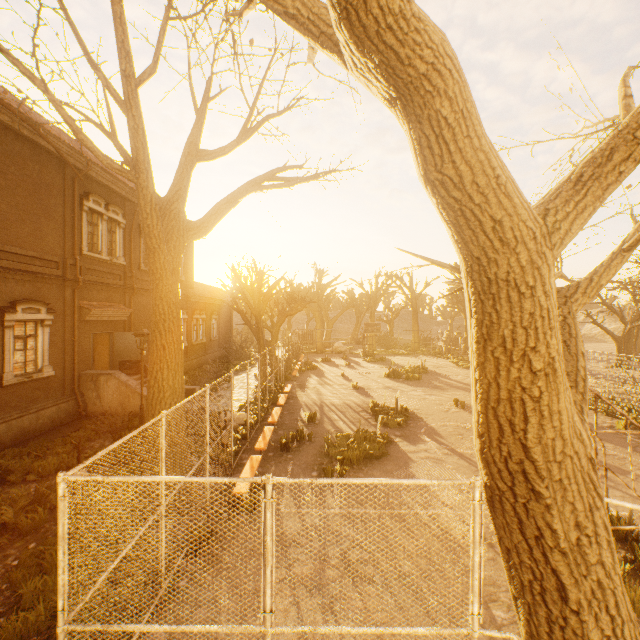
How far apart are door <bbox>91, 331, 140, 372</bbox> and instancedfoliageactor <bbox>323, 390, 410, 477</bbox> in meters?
11.4

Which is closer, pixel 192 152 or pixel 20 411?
pixel 192 152

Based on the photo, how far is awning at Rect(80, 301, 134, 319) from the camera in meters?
14.0

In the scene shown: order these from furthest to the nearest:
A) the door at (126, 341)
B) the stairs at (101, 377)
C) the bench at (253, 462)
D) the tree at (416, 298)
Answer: the tree at (416, 298), the door at (126, 341), the stairs at (101, 377), the bench at (253, 462)

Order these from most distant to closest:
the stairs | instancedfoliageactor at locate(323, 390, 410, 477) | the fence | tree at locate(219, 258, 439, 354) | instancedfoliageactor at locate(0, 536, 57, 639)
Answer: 1. tree at locate(219, 258, 439, 354)
2. the stairs
3. instancedfoliageactor at locate(323, 390, 410, 477)
4. instancedfoliageactor at locate(0, 536, 57, 639)
5. the fence

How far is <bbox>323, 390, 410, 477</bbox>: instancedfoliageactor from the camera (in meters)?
9.87

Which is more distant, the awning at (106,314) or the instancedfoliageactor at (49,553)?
the awning at (106,314)

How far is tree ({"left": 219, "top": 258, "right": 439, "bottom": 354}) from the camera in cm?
1822
